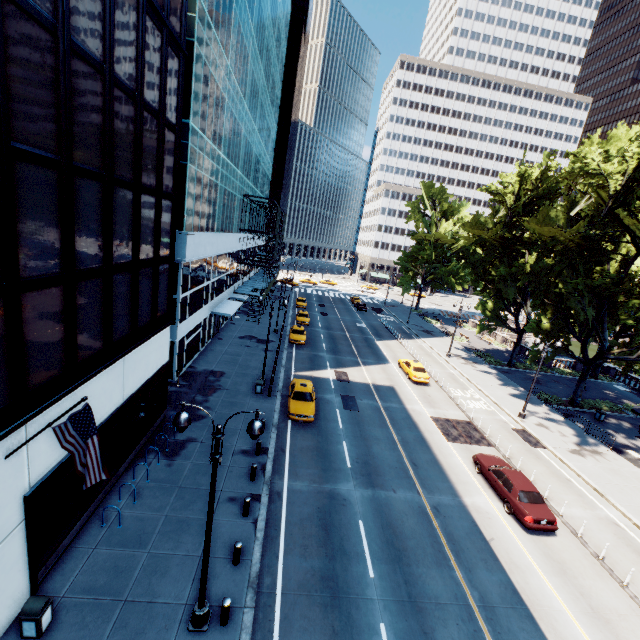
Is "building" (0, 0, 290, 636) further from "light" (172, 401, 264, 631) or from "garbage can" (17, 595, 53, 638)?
"light" (172, 401, 264, 631)

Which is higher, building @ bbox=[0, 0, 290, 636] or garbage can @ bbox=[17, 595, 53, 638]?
building @ bbox=[0, 0, 290, 636]

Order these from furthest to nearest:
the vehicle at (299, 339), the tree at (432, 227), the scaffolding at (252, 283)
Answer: the tree at (432, 227) → the scaffolding at (252, 283) → the vehicle at (299, 339)

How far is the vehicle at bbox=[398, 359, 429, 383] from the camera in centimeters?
3130cm

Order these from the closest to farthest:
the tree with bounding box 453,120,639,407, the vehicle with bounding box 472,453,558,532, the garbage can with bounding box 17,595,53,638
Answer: the garbage can with bounding box 17,595,53,638 < the vehicle with bounding box 472,453,558,532 < the tree with bounding box 453,120,639,407

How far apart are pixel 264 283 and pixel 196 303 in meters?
24.6

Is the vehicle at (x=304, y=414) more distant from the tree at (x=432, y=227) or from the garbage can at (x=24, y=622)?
the tree at (x=432, y=227)

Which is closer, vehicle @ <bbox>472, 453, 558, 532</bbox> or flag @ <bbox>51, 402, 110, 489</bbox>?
flag @ <bbox>51, 402, 110, 489</bbox>
